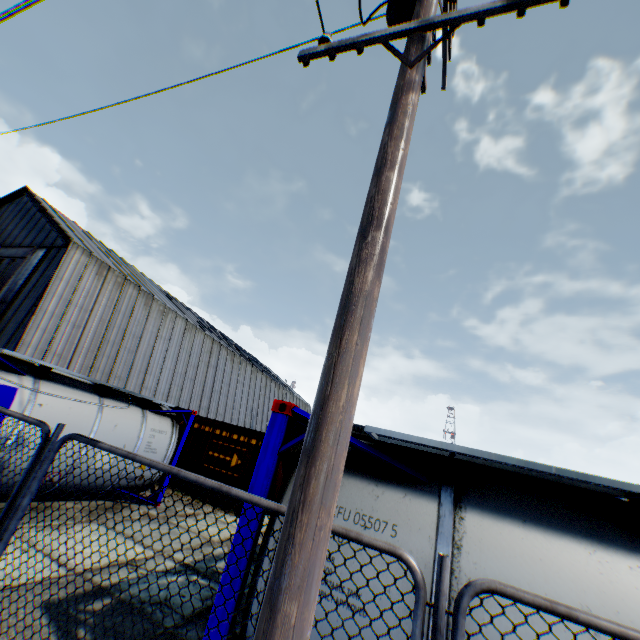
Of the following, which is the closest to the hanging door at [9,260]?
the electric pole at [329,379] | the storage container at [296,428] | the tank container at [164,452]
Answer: the tank container at [164,452]

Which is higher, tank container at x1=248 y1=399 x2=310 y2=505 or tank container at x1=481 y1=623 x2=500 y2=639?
tank container at x1=248 y1=399 x2=310 y2=505

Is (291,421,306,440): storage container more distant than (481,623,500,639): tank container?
Yes

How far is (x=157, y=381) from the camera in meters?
26.4

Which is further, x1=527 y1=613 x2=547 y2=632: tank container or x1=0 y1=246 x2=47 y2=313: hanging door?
x1=0 y1=246 x2=47 y2=313: hanging door

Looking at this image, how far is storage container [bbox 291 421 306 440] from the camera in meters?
27.7

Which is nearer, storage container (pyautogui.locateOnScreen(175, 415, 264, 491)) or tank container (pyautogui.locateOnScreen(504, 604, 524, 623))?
tank container (pyautogui.locateOnScreen(504, 604, 524, 623))

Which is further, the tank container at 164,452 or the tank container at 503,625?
the tank container at 164,452
